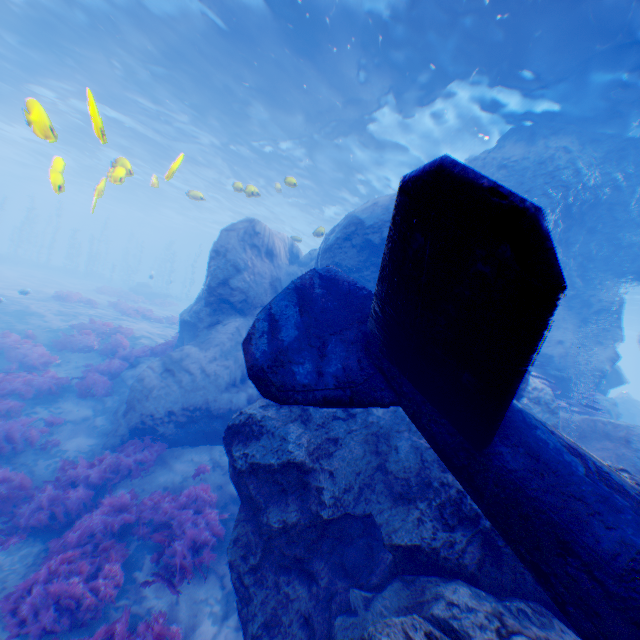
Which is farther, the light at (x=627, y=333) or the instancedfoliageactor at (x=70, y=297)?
the light at (x=627, y=333)

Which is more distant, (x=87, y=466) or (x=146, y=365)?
(x=146, y=365)

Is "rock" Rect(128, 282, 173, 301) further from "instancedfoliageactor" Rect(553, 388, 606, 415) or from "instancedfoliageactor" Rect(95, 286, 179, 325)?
"instancedfoliageactor" Rect(553, 388, 606, 415)

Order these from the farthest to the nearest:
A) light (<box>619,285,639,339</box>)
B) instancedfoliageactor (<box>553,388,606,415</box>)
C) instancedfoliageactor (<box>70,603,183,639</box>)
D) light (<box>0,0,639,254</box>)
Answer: light (<box>619,285,639,339</box>) → instancedfoliageactor (<box>553,388,606,415</box>) → light (<box>0,0,639,254</box>) → instancedfoliageactor (<box>70,603,183,639</box>)

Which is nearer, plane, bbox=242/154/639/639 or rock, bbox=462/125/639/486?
plane, bbox=242/154/639/639

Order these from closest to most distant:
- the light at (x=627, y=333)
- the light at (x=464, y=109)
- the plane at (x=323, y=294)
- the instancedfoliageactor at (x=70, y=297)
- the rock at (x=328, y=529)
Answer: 1. the plane at (x=323, y=294)
2. the rock at (x=328, y=529)
3. the light at (x=464, y=109)
4. the instancedfoliageactor at (x=70, y=297)
5. the light at (x=627, y=333)

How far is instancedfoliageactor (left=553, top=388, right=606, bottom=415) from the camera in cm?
1045

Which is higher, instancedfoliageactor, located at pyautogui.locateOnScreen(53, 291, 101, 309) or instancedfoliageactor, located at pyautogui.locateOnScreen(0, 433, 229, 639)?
instancedfoliageactor, located at pyautogui.locateOnScreen(53, 291, 101, 309)
